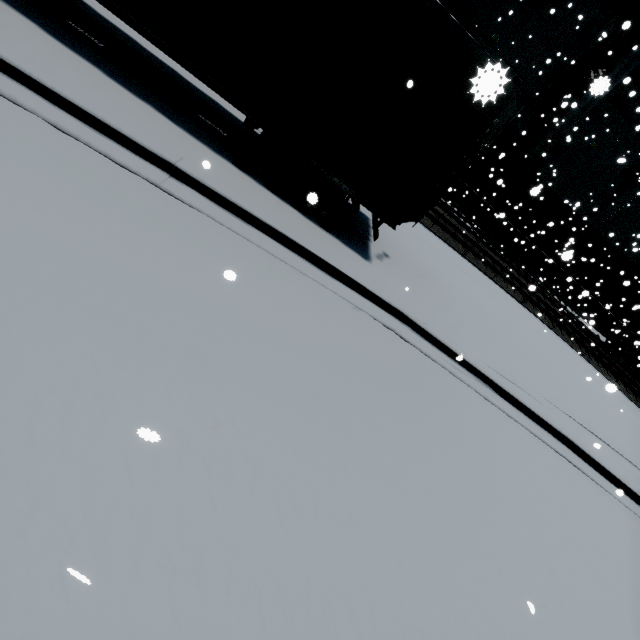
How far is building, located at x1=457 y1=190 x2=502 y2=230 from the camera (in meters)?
24.92

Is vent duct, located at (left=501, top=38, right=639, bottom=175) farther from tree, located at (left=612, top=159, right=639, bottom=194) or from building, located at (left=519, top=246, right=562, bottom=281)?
tree, located at (left=612, top=159, right=639, bottom=194)

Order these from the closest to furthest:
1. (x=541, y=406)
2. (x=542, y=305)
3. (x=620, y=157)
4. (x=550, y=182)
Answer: (x=541, y=406)
(x=542, y=305)
(x=620, y=157)
(x=550, y=182)

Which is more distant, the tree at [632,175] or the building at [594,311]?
the building at [594,311]

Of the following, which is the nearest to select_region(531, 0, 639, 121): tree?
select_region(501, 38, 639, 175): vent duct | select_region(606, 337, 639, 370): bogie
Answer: select_region(501, 38, 639, 175): vent duct

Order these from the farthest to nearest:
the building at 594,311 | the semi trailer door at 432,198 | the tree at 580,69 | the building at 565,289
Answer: the building at 594,311
the building at 565,289
the tree at 580,69
the semi trailer door at 432,198

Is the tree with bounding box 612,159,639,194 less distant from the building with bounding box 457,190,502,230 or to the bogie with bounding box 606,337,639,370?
the building with bounding box 457,190,502,230
